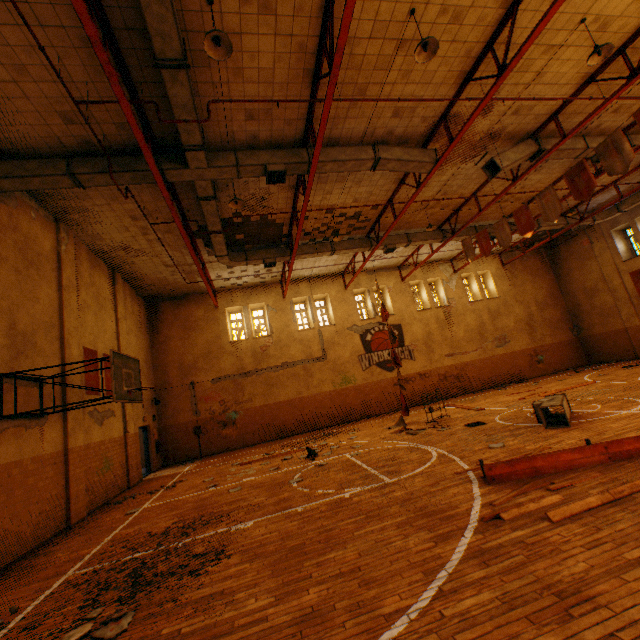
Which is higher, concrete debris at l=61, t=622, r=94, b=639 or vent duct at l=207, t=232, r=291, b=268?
vent duct at l=207, t=232, r=291, b=268

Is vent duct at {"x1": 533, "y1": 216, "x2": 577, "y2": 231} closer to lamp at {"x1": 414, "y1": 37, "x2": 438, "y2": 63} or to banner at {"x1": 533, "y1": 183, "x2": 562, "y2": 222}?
lamp at {"x1": 414, "y1": 37, "x2": 438, "y2": 63}

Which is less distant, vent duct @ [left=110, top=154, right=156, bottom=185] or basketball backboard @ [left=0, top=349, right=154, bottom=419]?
basketball backboard @ [left=0, top=349, right=154, bottom=419]

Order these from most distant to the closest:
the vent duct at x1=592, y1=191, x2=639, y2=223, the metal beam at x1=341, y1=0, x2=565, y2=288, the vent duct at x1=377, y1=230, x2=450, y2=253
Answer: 1. the vent duct at x1=592, y1=191, x2=639, y2=223
2. the vent duct at x1=377, y1=230, x2=450, y2=253
3. the metal beam at x1=341, y1=0, x2=565, y2=288

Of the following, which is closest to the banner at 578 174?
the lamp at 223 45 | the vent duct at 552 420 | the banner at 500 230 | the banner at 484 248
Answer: the banner at 500 230

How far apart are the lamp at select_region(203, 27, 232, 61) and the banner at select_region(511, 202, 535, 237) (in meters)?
10.86

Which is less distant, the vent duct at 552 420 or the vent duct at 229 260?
the vent duct at 552 420

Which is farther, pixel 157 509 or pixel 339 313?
pixel 339 313
